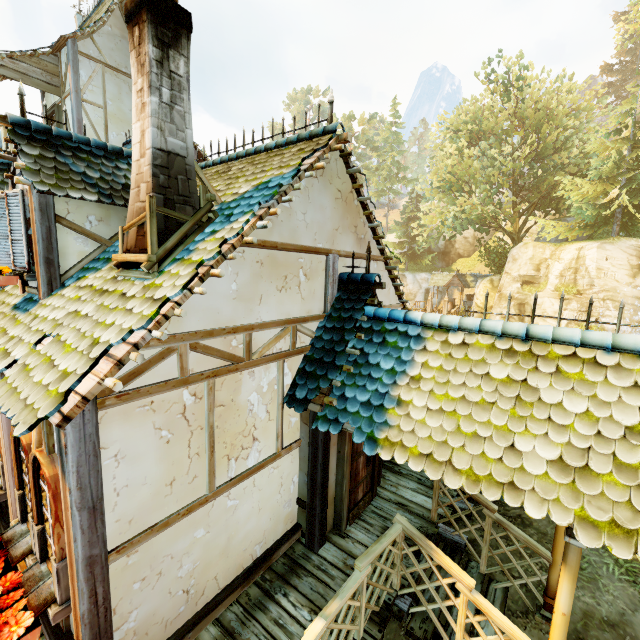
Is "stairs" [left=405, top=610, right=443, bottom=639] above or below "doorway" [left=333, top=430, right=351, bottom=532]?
below

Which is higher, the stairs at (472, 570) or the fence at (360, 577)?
the fence at (360, 577)

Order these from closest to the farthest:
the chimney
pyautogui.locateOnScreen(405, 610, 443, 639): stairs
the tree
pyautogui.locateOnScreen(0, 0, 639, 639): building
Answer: pyautogui.locateOnScreen(0, 0, 639, 639): building, the chimney, pyautogui.locateOnScreen(405, 610, 443, 639): stairs, the tree

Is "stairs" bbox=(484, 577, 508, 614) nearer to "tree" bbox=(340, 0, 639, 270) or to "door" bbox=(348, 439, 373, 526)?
"door" bbox=(348, 439, 373, 526)

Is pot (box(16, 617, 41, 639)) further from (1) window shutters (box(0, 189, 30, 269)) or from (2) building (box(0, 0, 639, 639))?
(1) window shutters (box(0, 189, 30, 269))

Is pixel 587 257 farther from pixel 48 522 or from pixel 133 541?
pixel 48 522

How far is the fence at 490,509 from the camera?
4.80m

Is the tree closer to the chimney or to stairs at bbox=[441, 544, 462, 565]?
the chimney
